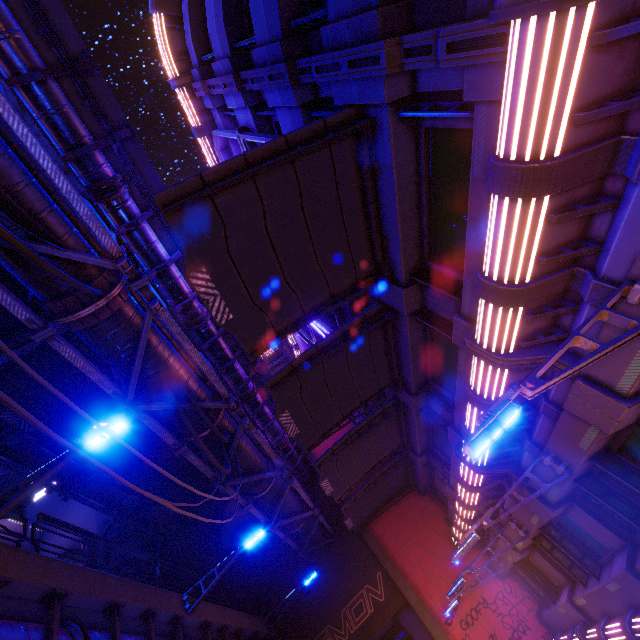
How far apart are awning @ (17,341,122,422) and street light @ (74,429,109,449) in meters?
5.5

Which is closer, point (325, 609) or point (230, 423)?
point (230, 423)

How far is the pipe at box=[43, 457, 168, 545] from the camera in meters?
15.9 m

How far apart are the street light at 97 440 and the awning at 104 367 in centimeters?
551cm

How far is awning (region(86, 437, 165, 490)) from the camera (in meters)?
13.65

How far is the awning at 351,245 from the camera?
5.6m

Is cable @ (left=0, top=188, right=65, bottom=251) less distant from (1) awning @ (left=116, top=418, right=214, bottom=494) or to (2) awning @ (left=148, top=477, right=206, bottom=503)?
(1) awning @ (left=116, top=418, right=214, bottom=494)
